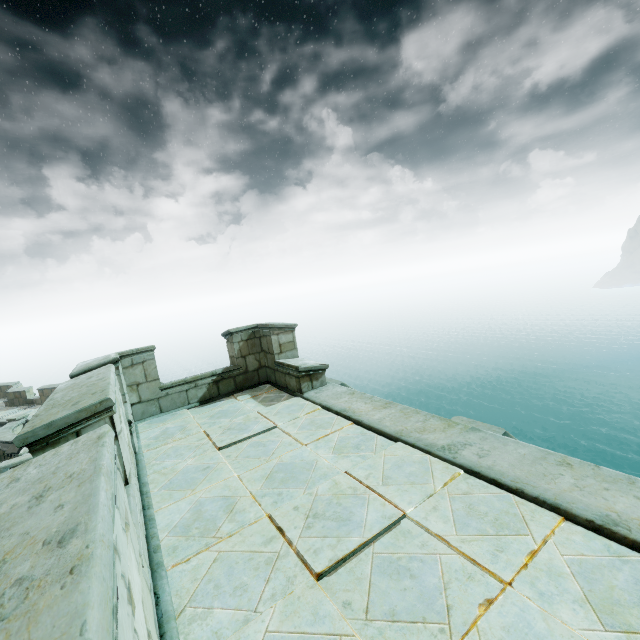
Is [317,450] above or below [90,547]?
below
